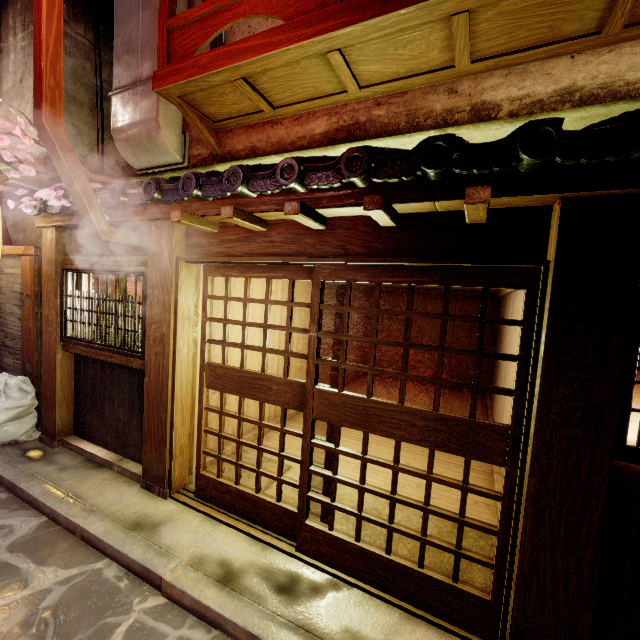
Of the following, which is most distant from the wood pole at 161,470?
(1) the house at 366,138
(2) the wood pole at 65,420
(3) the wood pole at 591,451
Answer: (3) the wood pole at 591,451

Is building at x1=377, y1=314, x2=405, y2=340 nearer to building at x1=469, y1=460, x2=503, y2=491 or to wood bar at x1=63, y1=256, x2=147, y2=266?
building at x1=469, y1=460, x2=503, y2=491

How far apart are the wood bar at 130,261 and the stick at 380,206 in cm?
504

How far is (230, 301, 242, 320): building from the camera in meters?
8.7

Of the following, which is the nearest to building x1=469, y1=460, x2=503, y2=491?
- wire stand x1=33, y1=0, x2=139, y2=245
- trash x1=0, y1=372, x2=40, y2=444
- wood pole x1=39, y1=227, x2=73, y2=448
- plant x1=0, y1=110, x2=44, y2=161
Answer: wire stand x1=33, y1=0, x2=139, y2=245

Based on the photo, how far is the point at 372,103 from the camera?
6.62m

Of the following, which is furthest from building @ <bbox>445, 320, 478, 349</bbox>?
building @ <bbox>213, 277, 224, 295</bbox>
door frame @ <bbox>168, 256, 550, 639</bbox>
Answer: door frame @ <bbox>168, 256, 550, 639</bbox>

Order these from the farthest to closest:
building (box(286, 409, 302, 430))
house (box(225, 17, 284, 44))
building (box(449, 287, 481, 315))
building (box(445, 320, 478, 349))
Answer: building (box(445, 320, 478, 349)), building (box(449, 287, 481, 315)), building (box(286, 409, 302, 430)), house (box(225, 17, 284, 44))
